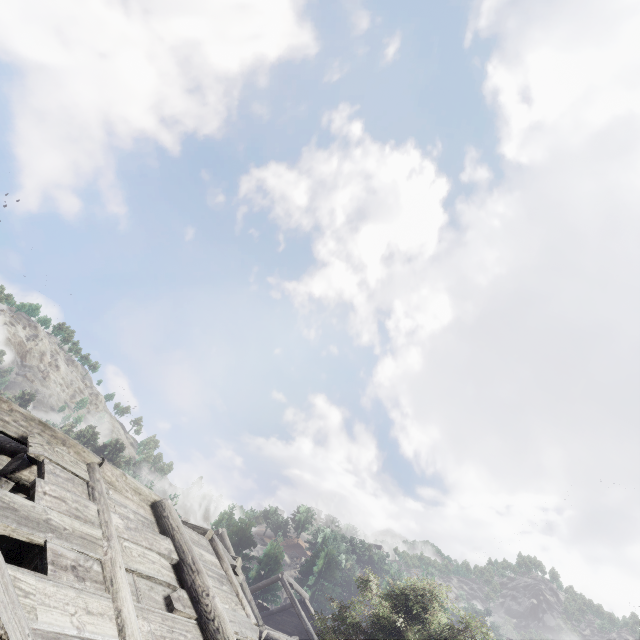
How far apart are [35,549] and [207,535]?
4.7 meters
